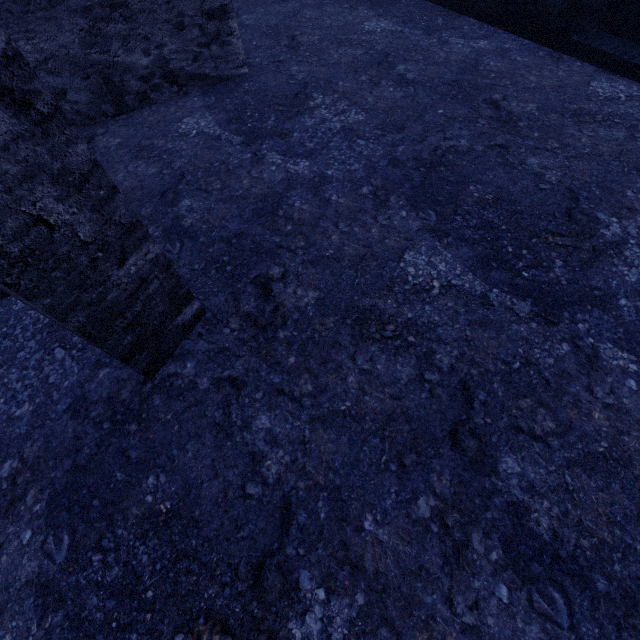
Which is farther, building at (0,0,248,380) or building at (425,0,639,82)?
building at (425,0,639,82)

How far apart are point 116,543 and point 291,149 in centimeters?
356cm

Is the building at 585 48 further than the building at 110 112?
Yes
